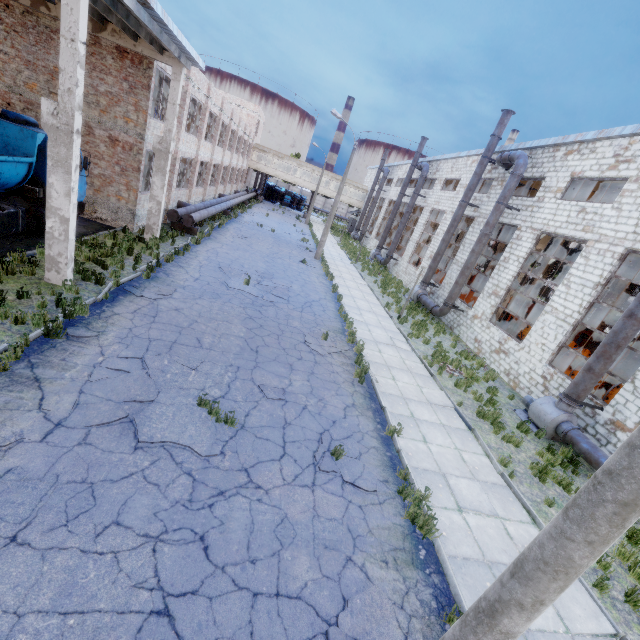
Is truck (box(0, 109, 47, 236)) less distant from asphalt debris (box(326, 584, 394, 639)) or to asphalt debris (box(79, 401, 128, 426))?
asphalt debris (box(79, 401, 128, 426))

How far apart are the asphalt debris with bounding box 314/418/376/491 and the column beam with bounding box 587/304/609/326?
32.54m

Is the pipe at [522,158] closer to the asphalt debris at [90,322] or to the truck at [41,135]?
the asphalt debris at [90,322]

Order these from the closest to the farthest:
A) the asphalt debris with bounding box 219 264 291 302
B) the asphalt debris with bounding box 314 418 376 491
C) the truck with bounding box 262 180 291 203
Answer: the asphalt debris with bounding box 314 418 376 491 < the asphalt debris with bounding box 219 264 291 302 < the truck with bounding box 262 180 291 203

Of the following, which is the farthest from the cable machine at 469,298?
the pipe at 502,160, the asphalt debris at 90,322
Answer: the asphalt debris at 90,322

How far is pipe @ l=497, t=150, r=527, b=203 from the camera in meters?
16.8

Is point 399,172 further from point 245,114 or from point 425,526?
point 425,526

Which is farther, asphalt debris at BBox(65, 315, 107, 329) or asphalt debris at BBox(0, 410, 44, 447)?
asphalt debris at BBox(65, 315, 107, 329)
